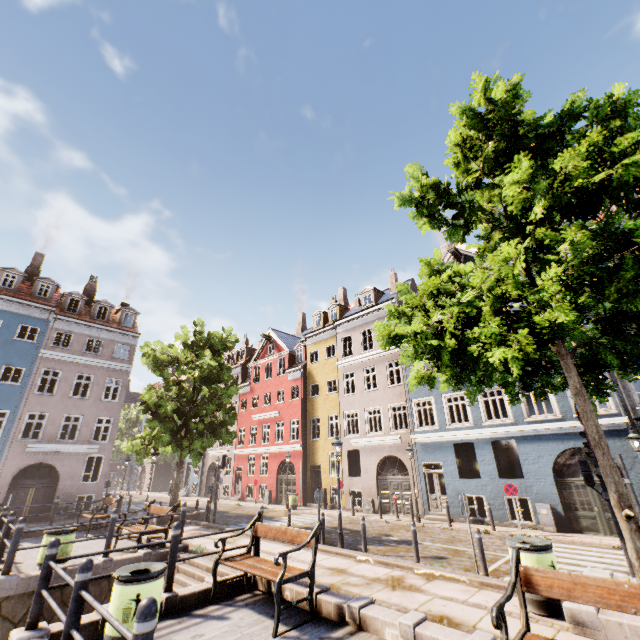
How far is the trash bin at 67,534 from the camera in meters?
8.4

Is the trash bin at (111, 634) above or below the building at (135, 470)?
below

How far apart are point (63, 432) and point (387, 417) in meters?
27.0

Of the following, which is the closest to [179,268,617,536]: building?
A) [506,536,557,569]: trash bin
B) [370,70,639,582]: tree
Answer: [370,70,639,582]: tree

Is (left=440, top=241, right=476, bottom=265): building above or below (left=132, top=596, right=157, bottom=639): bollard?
above

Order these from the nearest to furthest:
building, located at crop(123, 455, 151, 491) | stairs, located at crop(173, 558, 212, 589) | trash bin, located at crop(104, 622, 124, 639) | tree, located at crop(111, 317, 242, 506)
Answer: trash bin, located at crop(104, 622, 124, 639), stairs, located at crop(173, 558, 212, 589), tree, located at crop(111, 317, 242, 506), building, located at crop(123, 455, 151, 491)

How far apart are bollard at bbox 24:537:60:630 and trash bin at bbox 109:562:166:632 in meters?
1.0

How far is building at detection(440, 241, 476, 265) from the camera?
20.2m
